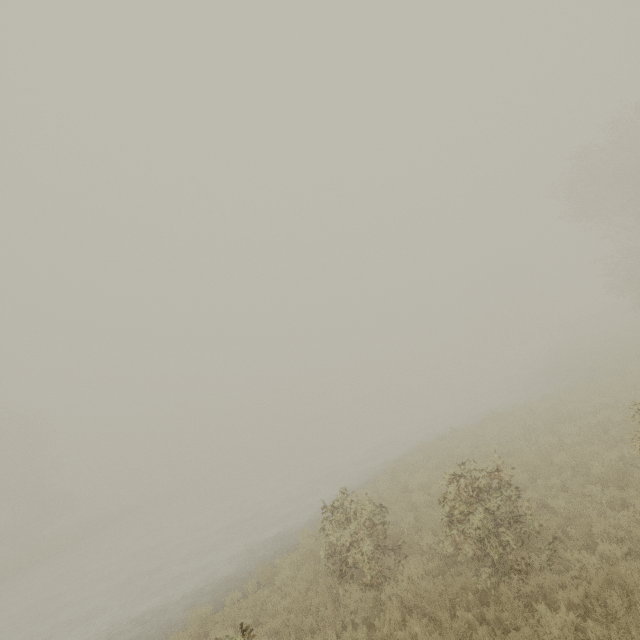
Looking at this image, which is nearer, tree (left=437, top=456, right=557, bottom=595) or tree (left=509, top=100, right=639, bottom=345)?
tree (left=437, top=456, right=557, bottom=595)

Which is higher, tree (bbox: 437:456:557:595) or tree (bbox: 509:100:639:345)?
tree (bbox: 509:100:639:345)

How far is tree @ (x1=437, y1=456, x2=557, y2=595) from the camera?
6.0m

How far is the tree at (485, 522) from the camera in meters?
6.0 m

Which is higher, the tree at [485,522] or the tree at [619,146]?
the tree at [619,146]

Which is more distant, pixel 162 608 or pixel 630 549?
pixel 162 608
